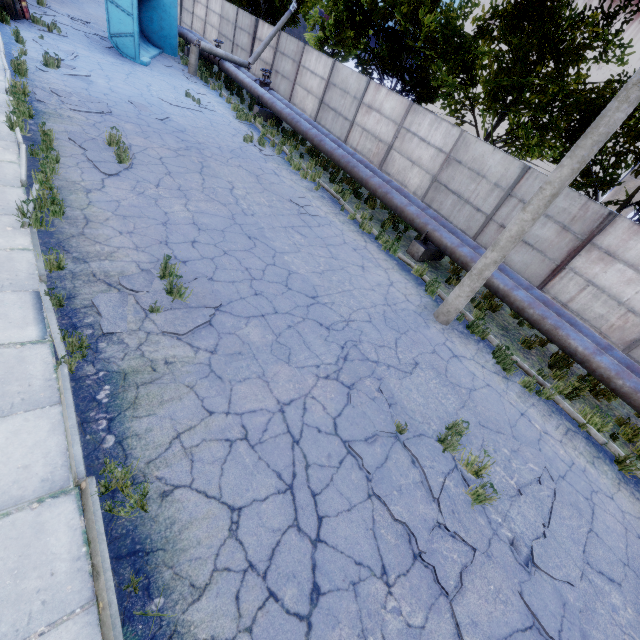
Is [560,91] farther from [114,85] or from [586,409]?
[114,85]

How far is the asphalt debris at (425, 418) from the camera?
5.1 meters

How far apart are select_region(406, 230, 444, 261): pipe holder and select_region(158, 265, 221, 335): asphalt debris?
7.25m

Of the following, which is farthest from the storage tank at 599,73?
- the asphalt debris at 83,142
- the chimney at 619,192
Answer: the asphalt debris at 83,142

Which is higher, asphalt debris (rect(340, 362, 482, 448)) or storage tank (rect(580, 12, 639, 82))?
storage tank (rect(580, 12, 639, 82))

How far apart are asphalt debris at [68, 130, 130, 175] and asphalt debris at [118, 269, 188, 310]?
3.3m

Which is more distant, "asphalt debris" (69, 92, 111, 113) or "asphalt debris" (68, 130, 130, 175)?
"asphalt debris" (69, 92, 111, 113)

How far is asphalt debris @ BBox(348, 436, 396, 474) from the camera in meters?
4.5 m
